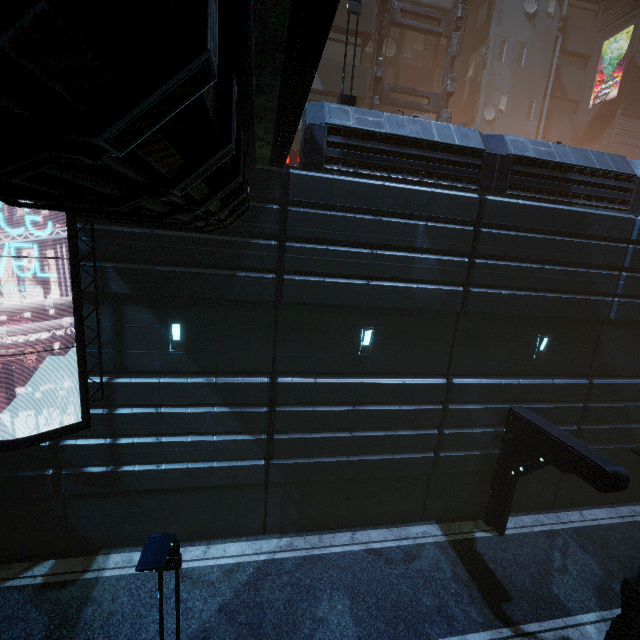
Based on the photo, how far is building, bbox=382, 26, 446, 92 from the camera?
19.8m

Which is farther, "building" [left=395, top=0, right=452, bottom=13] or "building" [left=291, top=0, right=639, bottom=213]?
"building" [left=395, top=0, right=452, bottom=13]

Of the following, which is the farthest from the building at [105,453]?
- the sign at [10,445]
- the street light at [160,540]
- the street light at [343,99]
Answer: the street light at [160,540]

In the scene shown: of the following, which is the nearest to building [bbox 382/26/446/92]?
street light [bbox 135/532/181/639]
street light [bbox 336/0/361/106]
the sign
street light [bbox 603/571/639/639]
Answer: the sign

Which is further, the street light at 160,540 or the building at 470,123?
the building at 470,123

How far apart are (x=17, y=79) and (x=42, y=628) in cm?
1254

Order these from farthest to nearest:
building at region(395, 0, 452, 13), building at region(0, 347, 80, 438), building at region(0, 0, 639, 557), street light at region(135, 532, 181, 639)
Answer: building at region(395, 0, 452, 13) → building at region(0, 347, 80, 438) → street light at region(135, 532, 181, 639) → building at region(0, 0, 639, 557)

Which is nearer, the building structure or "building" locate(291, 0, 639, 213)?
"building" locate(291, 0, 639, 213)
